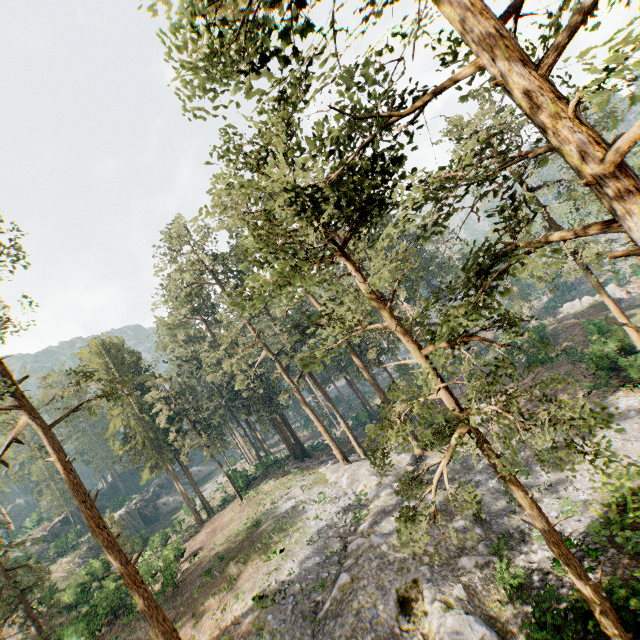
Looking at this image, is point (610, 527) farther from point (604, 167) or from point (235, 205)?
point (235, 205)

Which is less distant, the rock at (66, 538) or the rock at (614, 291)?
the rock at (614, 291)

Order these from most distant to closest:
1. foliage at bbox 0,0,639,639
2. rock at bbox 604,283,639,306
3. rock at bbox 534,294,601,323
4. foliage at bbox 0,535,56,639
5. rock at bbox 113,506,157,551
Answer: rock at bbox 534,294,601,323, rock at bbox 113,506,157,551, rock at bbox 604,283,639,306, foliage at bbox 0,535,56,639, foliage at bbox 0,0,639,639

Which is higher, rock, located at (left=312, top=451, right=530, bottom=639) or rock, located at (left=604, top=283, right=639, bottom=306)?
rock, located at (left=312, top=451, right=530, bottom=639)

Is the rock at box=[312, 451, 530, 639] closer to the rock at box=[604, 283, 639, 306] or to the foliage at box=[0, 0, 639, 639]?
the foliage at box=[0, 0, 639, 639]

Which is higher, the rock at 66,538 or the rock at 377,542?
the rock at 66,538

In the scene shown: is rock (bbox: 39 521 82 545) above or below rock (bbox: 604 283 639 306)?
above

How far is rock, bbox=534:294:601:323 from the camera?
45.1m
